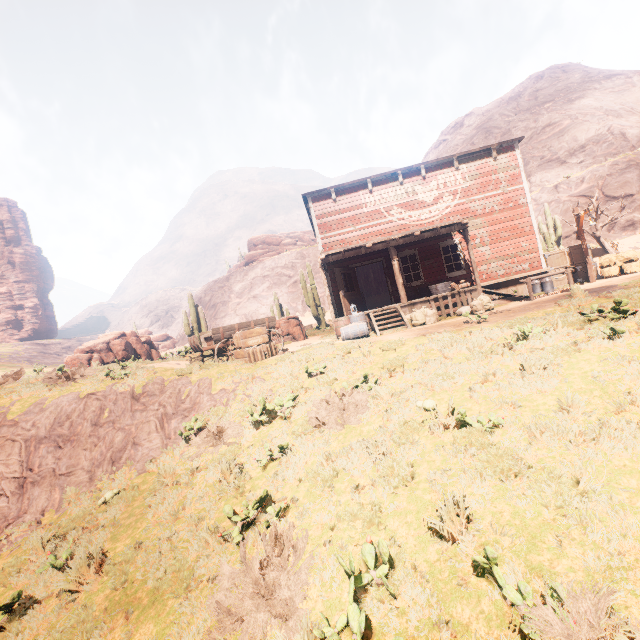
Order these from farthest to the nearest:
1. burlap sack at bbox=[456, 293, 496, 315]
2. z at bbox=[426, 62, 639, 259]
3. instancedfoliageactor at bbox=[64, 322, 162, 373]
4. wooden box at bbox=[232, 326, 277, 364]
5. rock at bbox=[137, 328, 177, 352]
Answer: rock at bbox=[137, 328, 177, 352] < z at bbox=[426, 62, 639, 259] < instancedfoliageactor at bbox=[64, 322, 162, 373] < burlap sack at bbox=[456, 293, 496, 315] < wooden box at bbox=[232, 326, 277, 364]

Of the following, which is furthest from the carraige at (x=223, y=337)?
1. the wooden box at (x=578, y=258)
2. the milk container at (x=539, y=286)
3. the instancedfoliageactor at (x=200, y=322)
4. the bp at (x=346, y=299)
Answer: the wooden box at (x=578, y=258)

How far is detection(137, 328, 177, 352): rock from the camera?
50.17m

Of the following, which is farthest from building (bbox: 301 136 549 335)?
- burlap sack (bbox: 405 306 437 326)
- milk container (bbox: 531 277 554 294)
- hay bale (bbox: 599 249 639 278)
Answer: hay bale (bbox: 599 249 639 278)

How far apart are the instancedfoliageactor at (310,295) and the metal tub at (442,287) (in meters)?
8.93

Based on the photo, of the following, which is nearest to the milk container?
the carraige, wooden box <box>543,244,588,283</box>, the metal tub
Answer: wooden box <box>543,244,588,283</box>

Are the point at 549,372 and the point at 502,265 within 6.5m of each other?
no

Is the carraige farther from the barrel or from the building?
the building
